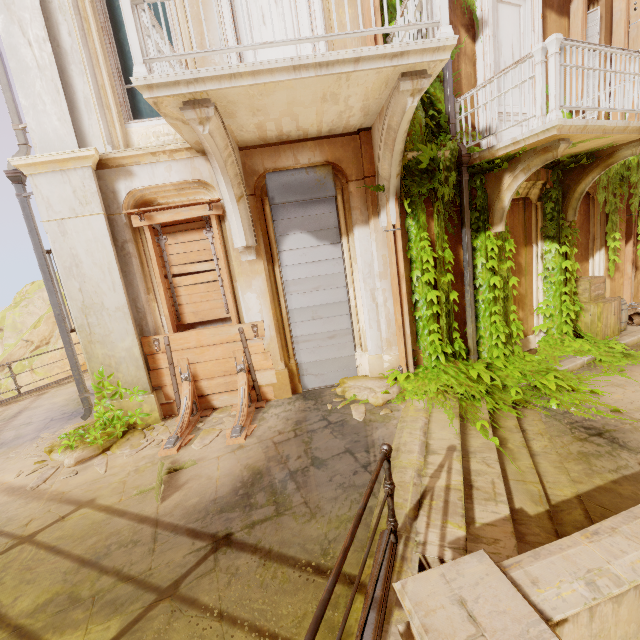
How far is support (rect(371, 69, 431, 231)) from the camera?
3.8 meters

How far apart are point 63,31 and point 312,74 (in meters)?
4.48

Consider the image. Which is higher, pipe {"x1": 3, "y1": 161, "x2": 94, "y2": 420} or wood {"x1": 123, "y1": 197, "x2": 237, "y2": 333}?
pipe {"x1": 3, "y1": 161, "x2": 94, "y2": 420}

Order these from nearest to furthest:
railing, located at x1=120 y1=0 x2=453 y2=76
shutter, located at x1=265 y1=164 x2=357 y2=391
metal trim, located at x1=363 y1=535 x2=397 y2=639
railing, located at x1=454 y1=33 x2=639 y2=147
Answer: metal trim, located at x1=363 y1=535 x2=397 y2=639
railing, located at x1=120 y1=0 x2=453 y2=76
railing, located at x1=454 y1=33 x2=639 y2=147
shutter, located at x1=265 y1=164 x2=357 y2=391

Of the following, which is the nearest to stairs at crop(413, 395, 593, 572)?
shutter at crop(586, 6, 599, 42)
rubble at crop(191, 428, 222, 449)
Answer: rubble at crop(191, 428, 222, 449)

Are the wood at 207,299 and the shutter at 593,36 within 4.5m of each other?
no

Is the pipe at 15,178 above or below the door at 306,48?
below

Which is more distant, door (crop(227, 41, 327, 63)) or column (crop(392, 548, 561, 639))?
door (crop(227, 41, 327, 63))
